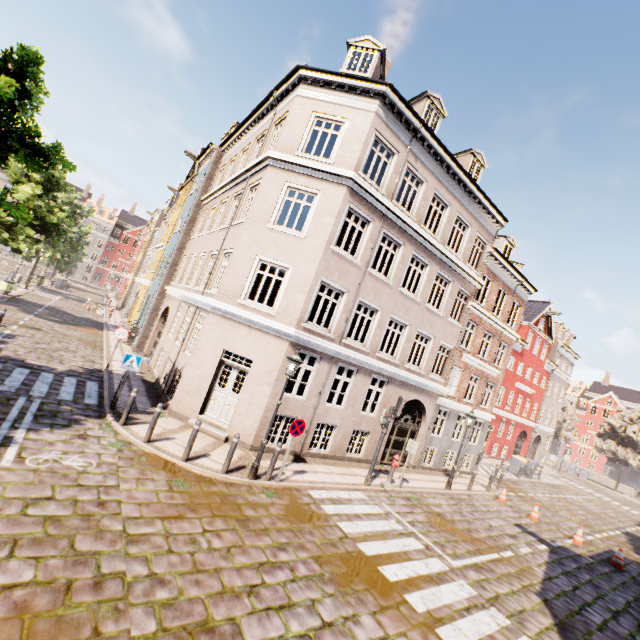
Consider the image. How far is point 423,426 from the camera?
16.4 meters

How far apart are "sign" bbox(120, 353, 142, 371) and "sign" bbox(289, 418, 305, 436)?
5.2m

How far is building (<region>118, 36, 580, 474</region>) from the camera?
11.59m

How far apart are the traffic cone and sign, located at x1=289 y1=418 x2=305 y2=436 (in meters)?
14.42

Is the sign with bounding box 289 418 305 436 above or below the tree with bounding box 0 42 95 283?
below

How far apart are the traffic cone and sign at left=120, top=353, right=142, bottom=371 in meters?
19.7 m

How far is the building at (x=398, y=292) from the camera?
11.6m

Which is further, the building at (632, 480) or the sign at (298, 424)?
the building at (632, 480)
